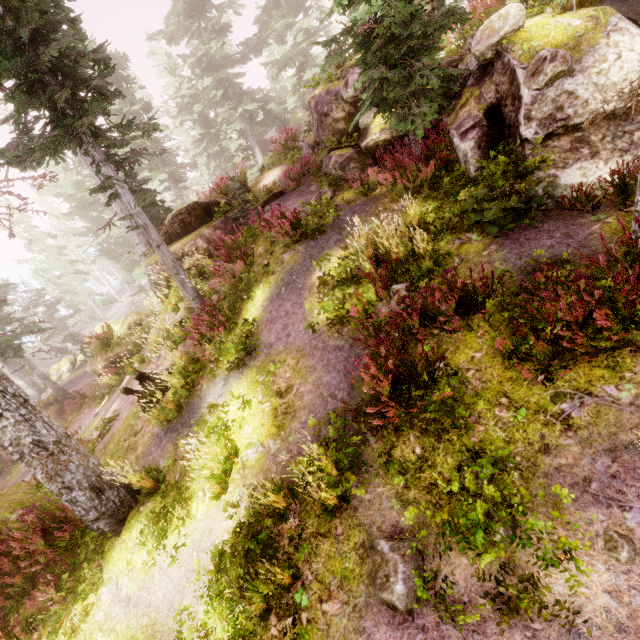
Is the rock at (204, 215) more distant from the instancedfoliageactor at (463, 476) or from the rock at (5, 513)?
the rock at (5, 513)

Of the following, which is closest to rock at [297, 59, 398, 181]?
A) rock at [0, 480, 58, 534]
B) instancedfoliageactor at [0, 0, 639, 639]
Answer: instancedfoliageactor at [0, 0, 639, 639]

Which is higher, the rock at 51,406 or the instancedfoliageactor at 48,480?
the instancedfoliageactor at 48,480

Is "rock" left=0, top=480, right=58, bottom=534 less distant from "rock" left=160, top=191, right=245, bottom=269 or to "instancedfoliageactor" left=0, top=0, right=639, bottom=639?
"instancedfoliageactor" left=0, top=0, right=639, bottom=639

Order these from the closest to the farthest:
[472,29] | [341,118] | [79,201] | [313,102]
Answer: [472,29] → [341,118] → [313,102] → [79,201]

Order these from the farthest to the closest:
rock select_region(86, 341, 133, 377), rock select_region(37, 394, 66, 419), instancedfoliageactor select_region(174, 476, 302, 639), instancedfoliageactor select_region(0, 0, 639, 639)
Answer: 1. rock select_region(37, 394, 66, 419)
2. rock select_region(86, 341, 133, 377)
3. instancedfoliageactor select_region(0, 0, 639, 639)
4. instancedfoliageactor select_region(174, 476, 302, 639)
